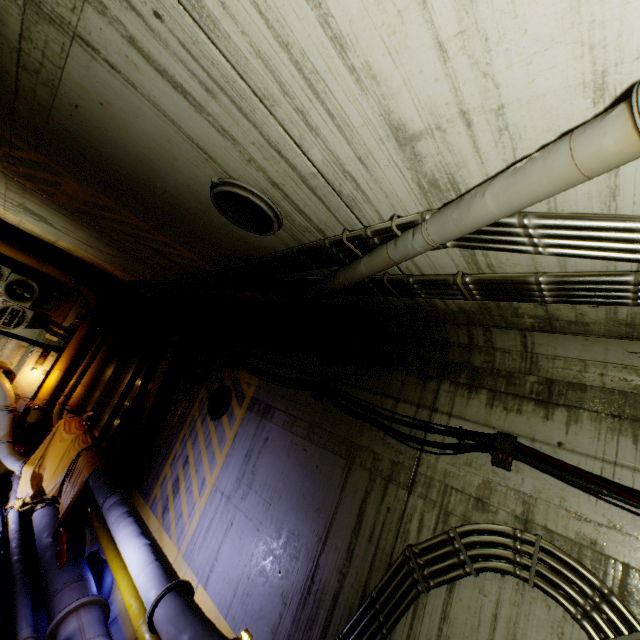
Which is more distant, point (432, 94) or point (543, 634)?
point (543, 634)

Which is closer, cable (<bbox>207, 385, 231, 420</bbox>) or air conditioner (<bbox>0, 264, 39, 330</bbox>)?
cable (<bbox>207, 385, 231, 420</bbox>)

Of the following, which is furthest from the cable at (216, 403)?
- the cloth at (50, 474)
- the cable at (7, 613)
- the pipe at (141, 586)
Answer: the cable at (7, 613)

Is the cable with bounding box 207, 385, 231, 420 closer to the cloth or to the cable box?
the cloth

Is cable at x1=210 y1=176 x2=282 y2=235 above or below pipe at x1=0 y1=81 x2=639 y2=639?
above

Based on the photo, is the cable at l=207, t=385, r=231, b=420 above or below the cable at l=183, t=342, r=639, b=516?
below

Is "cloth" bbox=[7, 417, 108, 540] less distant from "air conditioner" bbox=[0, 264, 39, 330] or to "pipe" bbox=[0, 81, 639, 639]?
"pipe" bbox=[0, 81, 639, 639]

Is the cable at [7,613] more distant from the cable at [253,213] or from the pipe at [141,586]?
the cable at [253,213]
